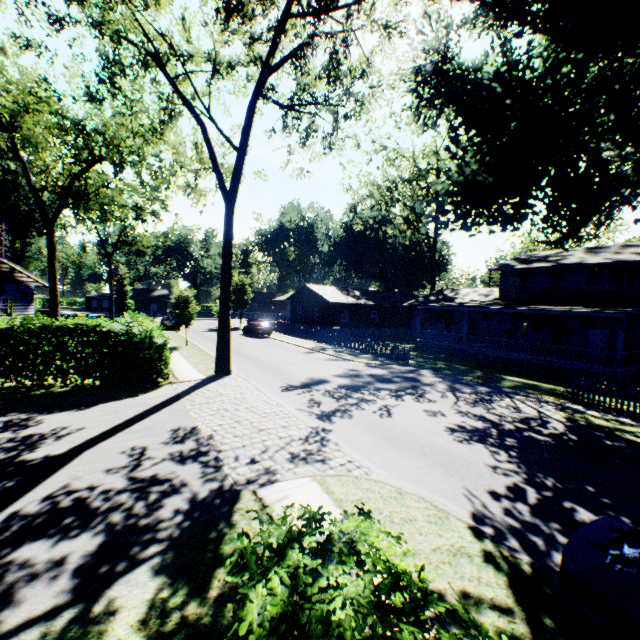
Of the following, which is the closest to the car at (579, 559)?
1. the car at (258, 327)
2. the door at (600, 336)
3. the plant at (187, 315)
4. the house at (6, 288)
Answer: the door at (600, 336)

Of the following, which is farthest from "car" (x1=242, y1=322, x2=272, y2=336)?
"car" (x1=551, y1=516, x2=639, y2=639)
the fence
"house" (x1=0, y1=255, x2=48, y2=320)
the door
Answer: "car" (x1=551, y1=516, x2=639, y2=639)

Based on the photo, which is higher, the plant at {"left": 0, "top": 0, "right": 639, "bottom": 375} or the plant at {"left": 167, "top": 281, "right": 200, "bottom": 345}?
the plant at {"left": 0, "top": 0, "right": 639, "bottom": 375}

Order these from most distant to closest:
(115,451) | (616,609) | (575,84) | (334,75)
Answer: (334,75), (575,84), (115,451), (616,609)

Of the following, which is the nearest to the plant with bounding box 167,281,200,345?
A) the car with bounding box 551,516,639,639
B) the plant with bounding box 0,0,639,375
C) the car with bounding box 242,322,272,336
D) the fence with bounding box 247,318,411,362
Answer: the plant with bounding box 0,0,639,375

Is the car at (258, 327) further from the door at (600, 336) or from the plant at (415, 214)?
the door at (600, 336)

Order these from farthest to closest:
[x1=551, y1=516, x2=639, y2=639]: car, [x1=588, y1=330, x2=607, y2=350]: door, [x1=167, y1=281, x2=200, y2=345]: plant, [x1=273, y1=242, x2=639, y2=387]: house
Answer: [x1=167, y1=281, x2=200, y2=345]: plant, [x1=588, y1=330, x2=607, y2=350]: door, [x1=273, y1=242, x2=639, y2=387]: house, [x1=551, y1=516, x2=639, y2=639]: car

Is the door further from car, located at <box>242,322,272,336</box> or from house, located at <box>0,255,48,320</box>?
house, located at <box>0,255,48,320</box>
